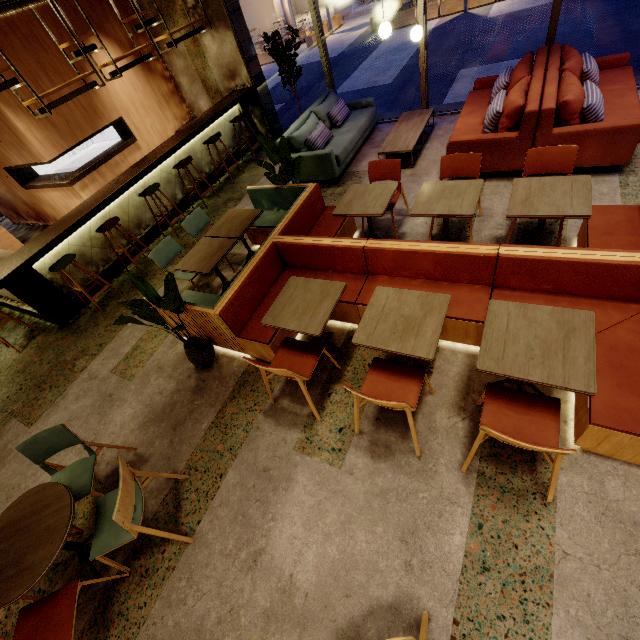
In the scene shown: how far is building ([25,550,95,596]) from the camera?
2.76m

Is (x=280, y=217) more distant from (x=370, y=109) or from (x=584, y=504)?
(x=584, y=504)

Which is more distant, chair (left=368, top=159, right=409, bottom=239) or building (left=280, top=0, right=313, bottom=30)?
building (left=280, top=0, right=313, bottom=30)

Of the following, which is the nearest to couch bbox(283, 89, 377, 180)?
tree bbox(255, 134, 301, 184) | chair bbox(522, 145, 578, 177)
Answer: tree bbox(255, 134, 301, 184)

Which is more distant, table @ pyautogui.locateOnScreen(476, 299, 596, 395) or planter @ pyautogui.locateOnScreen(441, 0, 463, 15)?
planter @ pyautogui.locateOnScreen(441, 0, 463, 15)

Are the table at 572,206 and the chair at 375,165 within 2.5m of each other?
yes

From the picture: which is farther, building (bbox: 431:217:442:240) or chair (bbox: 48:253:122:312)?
chair (bbox: 48:253:122:312)

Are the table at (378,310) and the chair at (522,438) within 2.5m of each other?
yes
